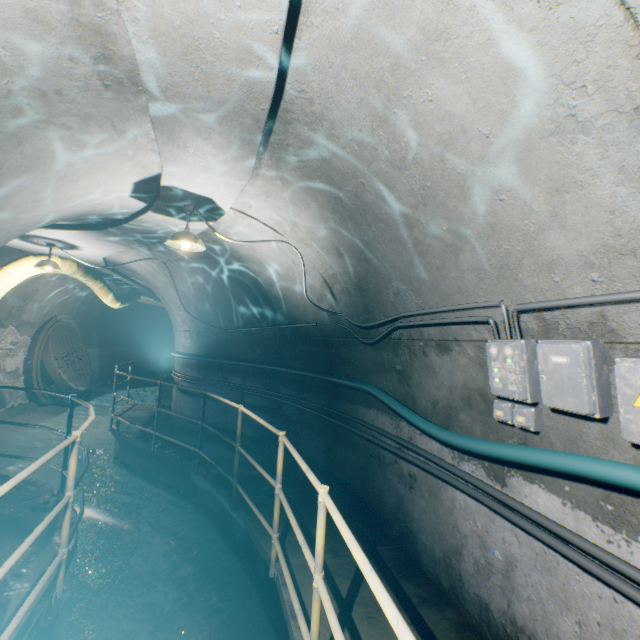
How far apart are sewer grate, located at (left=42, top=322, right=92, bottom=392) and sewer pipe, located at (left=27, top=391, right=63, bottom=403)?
0.0m

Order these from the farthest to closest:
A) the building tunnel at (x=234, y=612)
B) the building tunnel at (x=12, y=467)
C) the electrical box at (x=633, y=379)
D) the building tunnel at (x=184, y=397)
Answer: the building tunnel at (x=184, y=397) → the building tunnel at (x=12, y=467) → the building tunnel at (x=234, y=612) → the electrical box at (x=633, y=379)

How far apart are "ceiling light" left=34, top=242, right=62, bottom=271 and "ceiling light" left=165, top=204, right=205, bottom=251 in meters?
3.7

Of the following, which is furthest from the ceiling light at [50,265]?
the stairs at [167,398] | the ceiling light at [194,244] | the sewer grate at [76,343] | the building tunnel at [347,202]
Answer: the stairs at [167,398]

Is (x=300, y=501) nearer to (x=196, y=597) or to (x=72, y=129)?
(x=196, y=597)

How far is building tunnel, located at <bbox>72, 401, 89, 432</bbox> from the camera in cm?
1006

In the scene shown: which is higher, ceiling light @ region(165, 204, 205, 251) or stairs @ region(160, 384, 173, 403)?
ceiling light @ region(165, 204, 205, 251)

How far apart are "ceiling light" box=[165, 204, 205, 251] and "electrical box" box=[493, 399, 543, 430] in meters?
3.3 m
